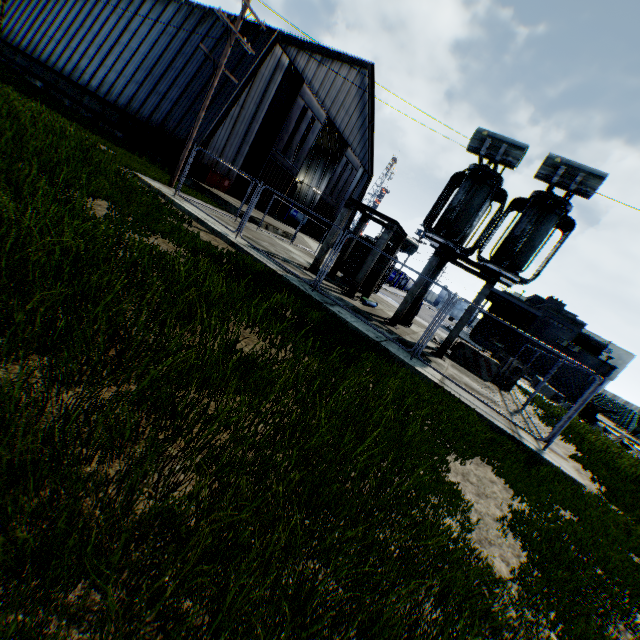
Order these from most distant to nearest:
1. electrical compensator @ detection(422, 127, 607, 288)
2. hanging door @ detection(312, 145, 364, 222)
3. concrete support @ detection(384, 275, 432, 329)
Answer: hanging door @ detection(312, 145, 364, 222) < concrete support @ detection(384, 275, 432, 329) < electrical compensator @ detection(422, 127, 607, 288)

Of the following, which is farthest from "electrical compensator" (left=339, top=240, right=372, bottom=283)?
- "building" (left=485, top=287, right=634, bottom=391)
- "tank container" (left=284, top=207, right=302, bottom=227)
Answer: "tank container" (left=284, top=207, right=302, bottom=227)

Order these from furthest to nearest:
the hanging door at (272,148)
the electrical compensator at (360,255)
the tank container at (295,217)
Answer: the tank container at (295,217) < the hanging door at (272,148) < the electrical compensator at (360,255)

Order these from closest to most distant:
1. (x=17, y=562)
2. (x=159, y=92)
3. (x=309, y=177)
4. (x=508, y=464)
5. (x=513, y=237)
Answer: (x=17, y=562), (x=508, y=464), (x=513, y=237), (x=159, y=92), (x=309, y=177)

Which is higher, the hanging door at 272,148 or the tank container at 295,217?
the hanging door at 272,148

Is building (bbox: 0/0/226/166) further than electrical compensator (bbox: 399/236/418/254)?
Yes

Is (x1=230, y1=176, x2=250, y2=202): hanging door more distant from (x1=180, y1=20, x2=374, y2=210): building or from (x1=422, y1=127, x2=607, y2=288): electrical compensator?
(x1=422, y1=127, x2=607, y2=288): electrical compensator

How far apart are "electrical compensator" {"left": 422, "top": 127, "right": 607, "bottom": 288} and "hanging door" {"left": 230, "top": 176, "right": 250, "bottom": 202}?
20.14m
